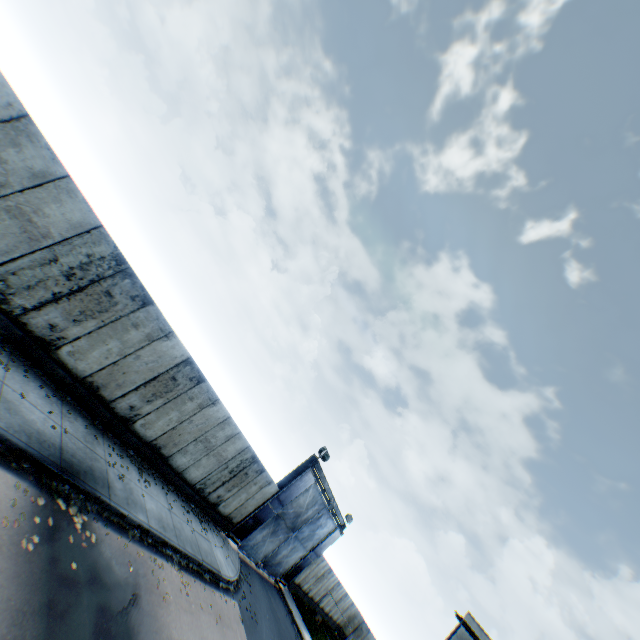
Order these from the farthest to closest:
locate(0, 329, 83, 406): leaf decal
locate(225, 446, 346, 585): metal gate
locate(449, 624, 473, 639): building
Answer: locate(449, 624, 473, 639): building < locate(225, 446, 346, 585): metal gate < locate(0, 329, 83, 406): leaf decal

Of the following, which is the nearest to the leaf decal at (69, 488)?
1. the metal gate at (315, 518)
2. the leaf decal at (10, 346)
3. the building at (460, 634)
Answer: the leaf decal at (10, 346)

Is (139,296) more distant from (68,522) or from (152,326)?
(68,522)

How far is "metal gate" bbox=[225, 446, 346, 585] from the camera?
18.14m

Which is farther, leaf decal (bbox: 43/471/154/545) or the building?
the building

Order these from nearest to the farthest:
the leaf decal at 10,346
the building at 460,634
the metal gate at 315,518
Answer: the leaf decal at 10,346, the metal gate at 315,518, the building at 460,634

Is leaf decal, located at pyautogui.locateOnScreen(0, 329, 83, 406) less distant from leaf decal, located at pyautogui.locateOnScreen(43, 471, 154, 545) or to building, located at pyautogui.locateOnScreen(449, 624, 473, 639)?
leaf decal, located at pyautogui.locateOnScreen(43, 471, 154, 545)

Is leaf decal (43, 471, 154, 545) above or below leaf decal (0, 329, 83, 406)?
below
